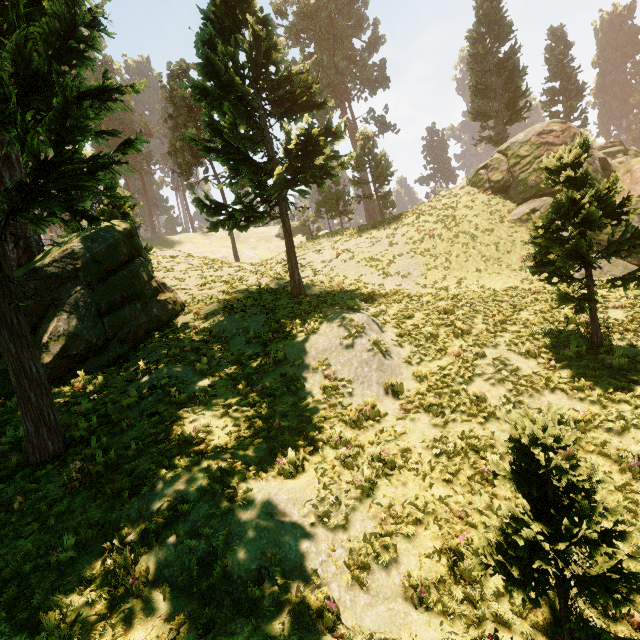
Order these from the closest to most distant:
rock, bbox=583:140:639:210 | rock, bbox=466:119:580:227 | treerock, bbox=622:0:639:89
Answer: rock, bbox=583:140:639:210
rock, bbox=466:119:580:227
treerock, bbox=622:0:639:89

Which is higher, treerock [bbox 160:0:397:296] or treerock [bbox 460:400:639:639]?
treerock [bbox 160:0:397:296]

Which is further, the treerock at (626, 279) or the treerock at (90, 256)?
A: the treerock at (626, 279)

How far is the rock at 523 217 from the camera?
20.9m

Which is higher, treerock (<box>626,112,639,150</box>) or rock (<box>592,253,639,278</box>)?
treerock (<box>626,112,639,150</box>)

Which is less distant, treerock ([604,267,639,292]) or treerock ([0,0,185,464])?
treerock ([0,0,185,464])

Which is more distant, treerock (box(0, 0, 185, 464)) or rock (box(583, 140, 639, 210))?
rock (box(583, 140, 639, 210))

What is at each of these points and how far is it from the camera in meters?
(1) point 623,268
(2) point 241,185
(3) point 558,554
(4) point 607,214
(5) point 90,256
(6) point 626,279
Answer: (1) rock, 18.0
(2) treerock, 36.2
(3) treerock, 3.8
(4) treerock, 9.4
(5) treerock, 13.0
(6) treerock, 8.7
